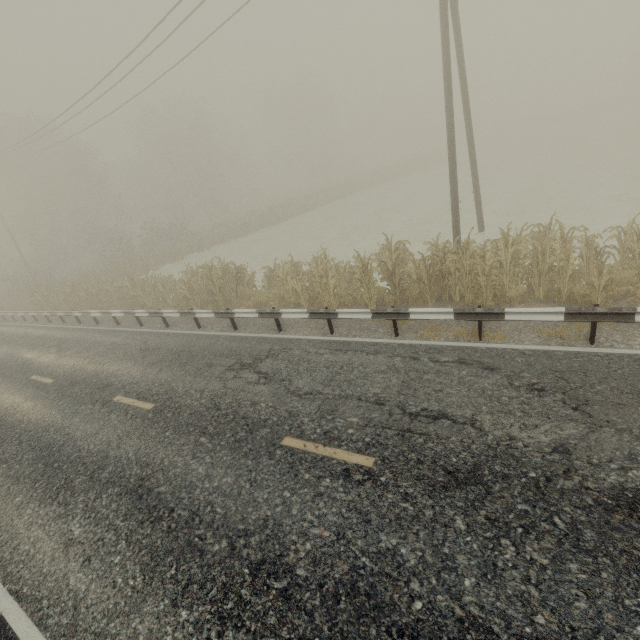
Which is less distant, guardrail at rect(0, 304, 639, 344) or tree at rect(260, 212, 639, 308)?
guardrail at rect(0, 304, 639, 344)

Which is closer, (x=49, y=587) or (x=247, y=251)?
(x=49, y=587)

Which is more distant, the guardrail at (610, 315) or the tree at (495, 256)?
the tree at (495, 256)
